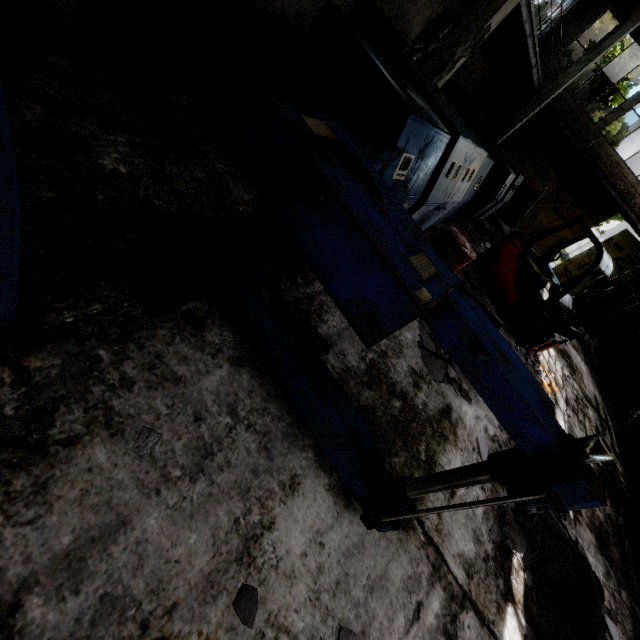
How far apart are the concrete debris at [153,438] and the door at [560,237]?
21.41m

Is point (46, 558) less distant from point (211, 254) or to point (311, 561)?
point (311, 561)

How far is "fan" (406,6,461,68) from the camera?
9.9 meters

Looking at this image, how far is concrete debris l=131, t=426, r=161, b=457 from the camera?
1.8m

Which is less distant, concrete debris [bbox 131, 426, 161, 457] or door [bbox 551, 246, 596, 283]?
concrete debris [bbox 131, 426, 161, 457]

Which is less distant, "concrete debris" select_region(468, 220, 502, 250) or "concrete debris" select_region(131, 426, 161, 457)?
"concrete debris" select_region(131, 426, 161, 457)

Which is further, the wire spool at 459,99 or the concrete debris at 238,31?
the wire spool at 459,99

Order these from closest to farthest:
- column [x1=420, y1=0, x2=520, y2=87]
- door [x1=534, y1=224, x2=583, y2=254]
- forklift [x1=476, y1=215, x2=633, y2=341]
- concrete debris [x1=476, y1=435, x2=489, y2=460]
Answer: concrete debris [x1=476, y1=435, x2=489, y2=460]
column [x1=420, y1=0, x2=520, y2=87]
forklift [x1=476, y1=215, x2=633, y2=341]
door [x1=534, y1=224, x2=583, y2=254]
